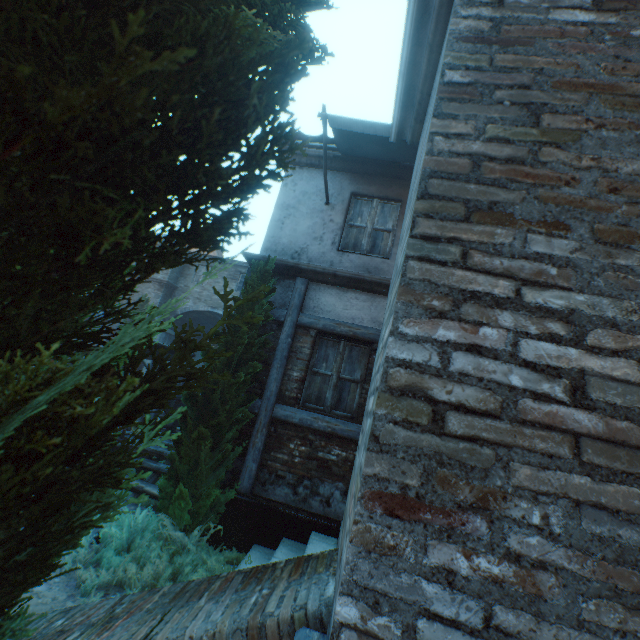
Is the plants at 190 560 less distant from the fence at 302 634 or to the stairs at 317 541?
the stairs at 317 541

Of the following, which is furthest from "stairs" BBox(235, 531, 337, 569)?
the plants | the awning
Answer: the awning

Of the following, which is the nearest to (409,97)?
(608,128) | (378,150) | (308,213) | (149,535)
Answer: (608,128)

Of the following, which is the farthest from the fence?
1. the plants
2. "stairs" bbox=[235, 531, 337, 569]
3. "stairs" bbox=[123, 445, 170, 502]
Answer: "stairs" bbox=[123, 445, 170, 502]

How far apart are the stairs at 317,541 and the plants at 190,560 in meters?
0.0

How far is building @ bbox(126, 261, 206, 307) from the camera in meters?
19.9 m

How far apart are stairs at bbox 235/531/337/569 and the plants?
0.0 meters

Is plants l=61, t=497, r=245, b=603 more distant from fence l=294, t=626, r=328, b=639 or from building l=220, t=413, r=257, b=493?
fence l=294, t=626, r=328, b=639
